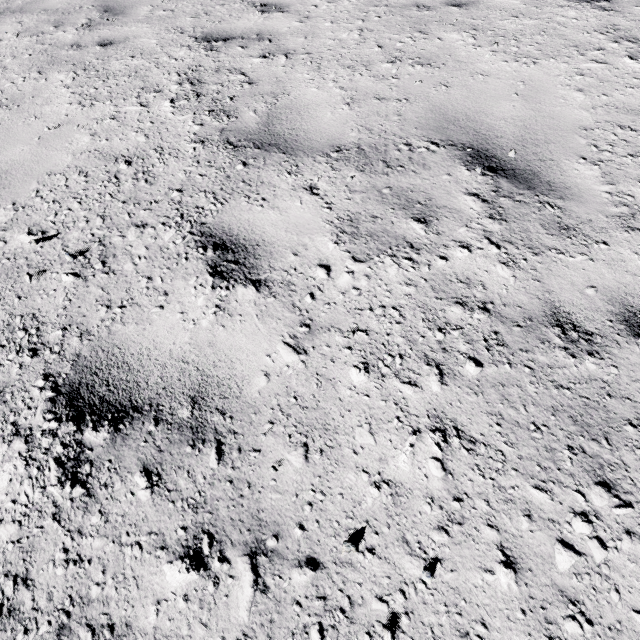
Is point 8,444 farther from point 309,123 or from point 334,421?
point 309,123
